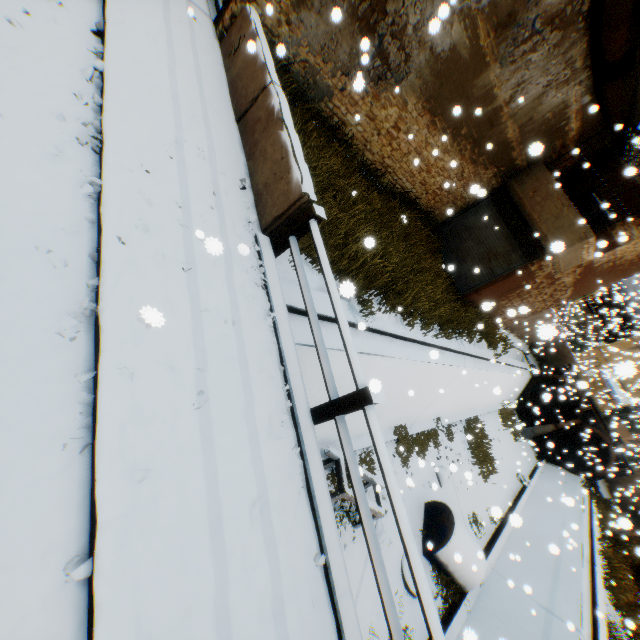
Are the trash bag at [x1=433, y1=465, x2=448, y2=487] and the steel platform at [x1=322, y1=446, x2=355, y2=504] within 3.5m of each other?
no

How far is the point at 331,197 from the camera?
7.04m

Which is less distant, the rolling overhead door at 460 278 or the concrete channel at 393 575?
the concrete channel at 393 575

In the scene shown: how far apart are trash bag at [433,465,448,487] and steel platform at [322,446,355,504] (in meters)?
4.73

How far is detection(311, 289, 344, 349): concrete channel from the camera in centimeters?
579cm

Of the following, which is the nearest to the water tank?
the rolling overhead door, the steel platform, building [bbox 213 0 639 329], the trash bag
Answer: the trash bag

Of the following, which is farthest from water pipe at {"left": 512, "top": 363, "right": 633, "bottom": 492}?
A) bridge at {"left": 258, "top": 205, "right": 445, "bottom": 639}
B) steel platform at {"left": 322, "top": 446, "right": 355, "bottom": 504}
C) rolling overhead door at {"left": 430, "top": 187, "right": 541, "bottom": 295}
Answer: bridge at {"left": 258, "top": 205, "right": 445, "bottom": 639}

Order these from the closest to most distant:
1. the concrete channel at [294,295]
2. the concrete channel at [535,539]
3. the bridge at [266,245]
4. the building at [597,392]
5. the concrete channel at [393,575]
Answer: the bridge at [266,245]
the concrete channel at [294,295]
the concrete channel at [393,575]
the concrete channel at [535,539]
the building at [597,392]
